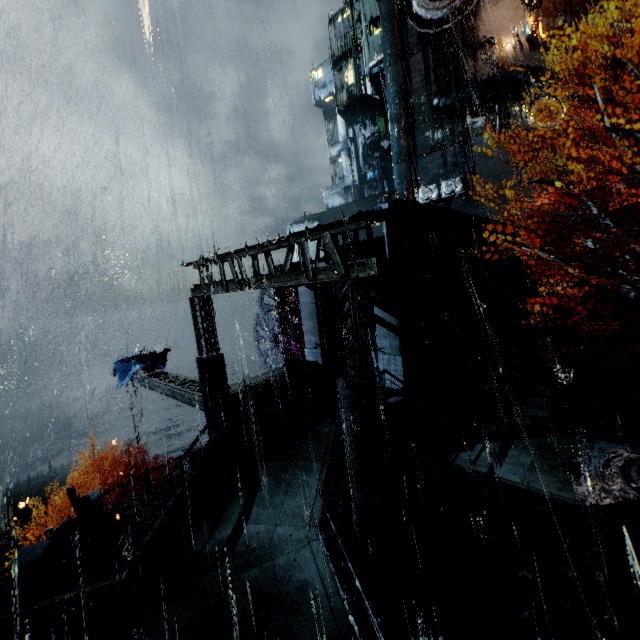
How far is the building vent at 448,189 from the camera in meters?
30.4

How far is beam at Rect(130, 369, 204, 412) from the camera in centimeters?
1507cm

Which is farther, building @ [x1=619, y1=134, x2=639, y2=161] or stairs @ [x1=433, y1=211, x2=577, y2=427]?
building @ [x1=619, y1=134, x2=639, y2=161]

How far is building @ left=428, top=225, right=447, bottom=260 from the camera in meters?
17.0

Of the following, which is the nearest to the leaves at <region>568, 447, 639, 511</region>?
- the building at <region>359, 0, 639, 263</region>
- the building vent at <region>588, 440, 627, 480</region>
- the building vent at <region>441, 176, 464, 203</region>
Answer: the building vent at <region>588, 440, 627, 480</region>

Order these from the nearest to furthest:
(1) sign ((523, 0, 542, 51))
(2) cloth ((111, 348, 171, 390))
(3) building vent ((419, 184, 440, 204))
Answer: (2) cloth ((111, 348, 171, 390)) < (1) sign ((523, 0, 542, 51)) < (3) building vent ((419, 184, 440, 204))

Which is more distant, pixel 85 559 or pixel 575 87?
pixel 575 87

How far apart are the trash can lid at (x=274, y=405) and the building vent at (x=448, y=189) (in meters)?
26.85
